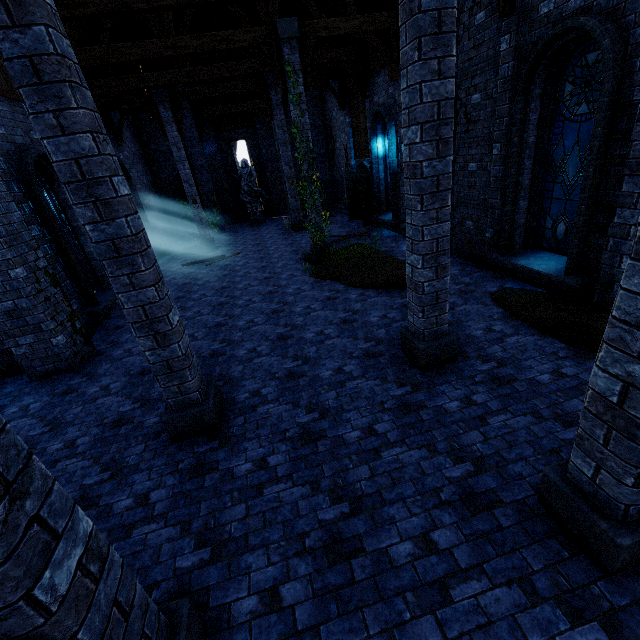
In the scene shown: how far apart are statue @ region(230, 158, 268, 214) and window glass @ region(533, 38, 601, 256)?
17.5m

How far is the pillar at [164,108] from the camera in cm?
1410

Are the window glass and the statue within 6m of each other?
no

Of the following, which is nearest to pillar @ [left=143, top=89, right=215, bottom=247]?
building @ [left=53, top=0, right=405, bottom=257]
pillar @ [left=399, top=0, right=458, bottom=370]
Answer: building @ [left=53, top=0, right=405, bottom=257]

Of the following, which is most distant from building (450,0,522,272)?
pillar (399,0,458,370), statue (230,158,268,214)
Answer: statue (230,158,268,214)

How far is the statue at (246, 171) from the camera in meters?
20.8 m

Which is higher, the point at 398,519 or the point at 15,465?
the point at 15,465

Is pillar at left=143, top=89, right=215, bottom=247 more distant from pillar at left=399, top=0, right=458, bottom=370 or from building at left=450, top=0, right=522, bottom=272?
pillar at left=399, top=0, right=458, bottom=370
